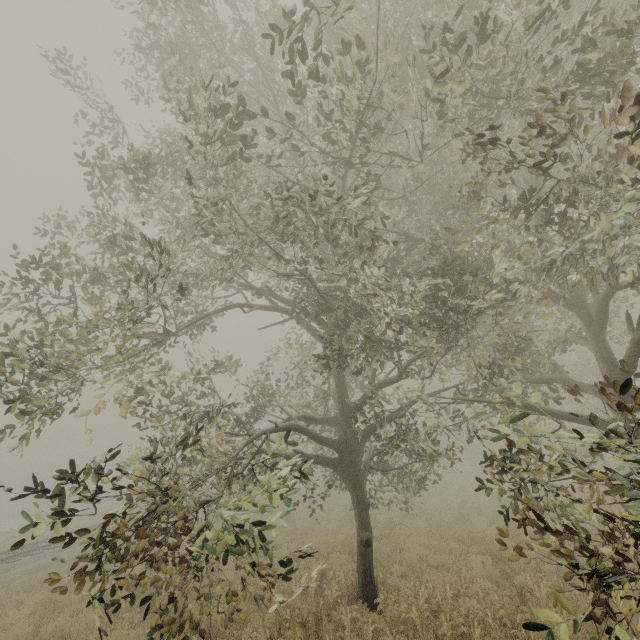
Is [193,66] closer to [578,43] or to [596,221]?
[578,43]
